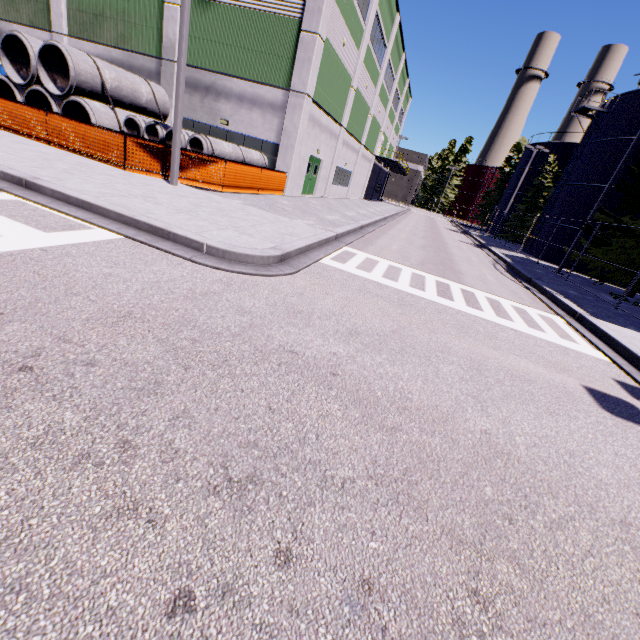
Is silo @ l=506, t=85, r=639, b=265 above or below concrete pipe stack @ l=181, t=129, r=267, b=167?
above

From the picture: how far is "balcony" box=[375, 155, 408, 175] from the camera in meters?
38.3 m

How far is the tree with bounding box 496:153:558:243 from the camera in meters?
36.7 m

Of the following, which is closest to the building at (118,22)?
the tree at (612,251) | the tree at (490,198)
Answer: the tree at (612,251)

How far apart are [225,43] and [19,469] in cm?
2204

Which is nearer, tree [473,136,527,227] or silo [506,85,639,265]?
silo [506,85,639,265]

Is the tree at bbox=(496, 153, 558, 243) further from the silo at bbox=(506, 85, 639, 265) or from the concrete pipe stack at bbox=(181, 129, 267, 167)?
the concrete pipe stack at bbox=(181, 129, 267, 167)

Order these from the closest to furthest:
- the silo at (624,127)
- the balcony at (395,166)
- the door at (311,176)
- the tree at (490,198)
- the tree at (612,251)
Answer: the tree at (612,251), the door at (311,176), the silo at (624,127), the balcony at (395,166), the tree at (490,198)
